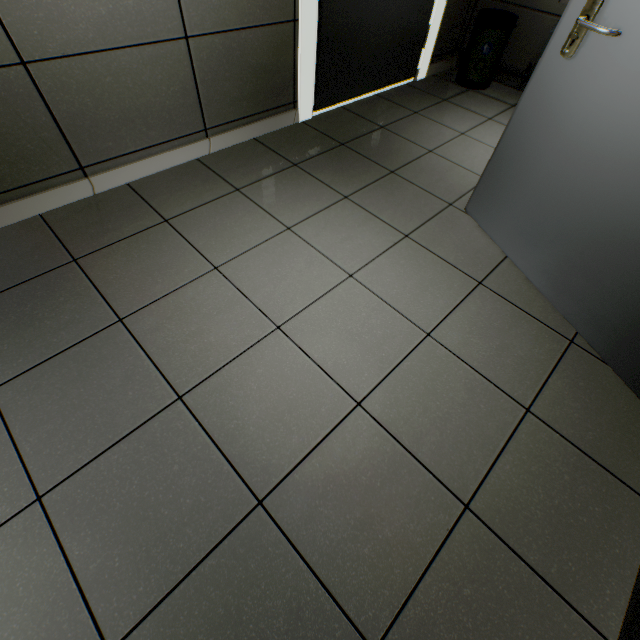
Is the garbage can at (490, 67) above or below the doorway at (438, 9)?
below

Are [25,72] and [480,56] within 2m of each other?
no

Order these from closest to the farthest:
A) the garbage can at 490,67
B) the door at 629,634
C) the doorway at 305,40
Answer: the door at 629,634 → the doorway at 305,40 → the garbage can at 490,67

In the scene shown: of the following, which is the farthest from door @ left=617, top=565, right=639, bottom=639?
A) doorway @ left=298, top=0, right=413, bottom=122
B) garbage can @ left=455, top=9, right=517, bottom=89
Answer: garbage can @ left=455, top=9, right=517, bottom=89

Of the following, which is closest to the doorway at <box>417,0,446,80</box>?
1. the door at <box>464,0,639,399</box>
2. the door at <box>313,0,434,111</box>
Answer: the door at <box>313,0,434,111</box>

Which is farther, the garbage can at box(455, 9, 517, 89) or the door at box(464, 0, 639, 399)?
the garbage can at box(455, 9, 517, 89)

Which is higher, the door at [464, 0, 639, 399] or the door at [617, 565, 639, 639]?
the door at [464, 0, 639, 399]
